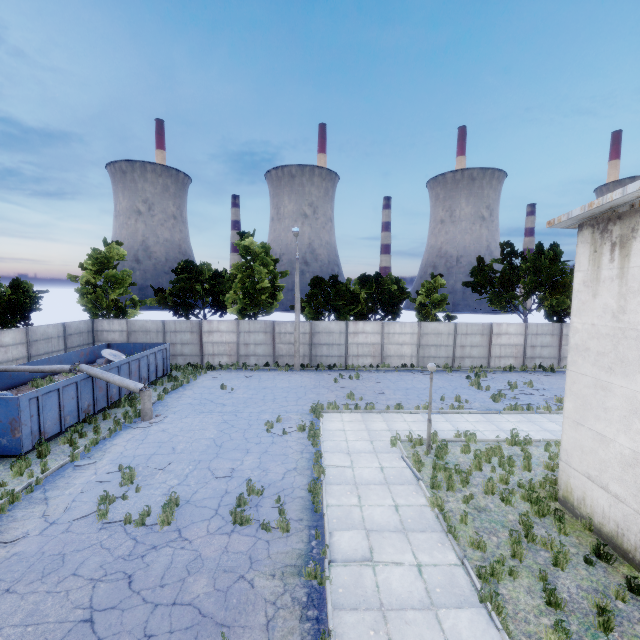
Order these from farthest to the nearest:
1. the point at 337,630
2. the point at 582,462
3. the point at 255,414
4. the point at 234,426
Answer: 1. the point at 255,414
2. the point at 234,426
3. the point at 582,462
4. the point at 337,630

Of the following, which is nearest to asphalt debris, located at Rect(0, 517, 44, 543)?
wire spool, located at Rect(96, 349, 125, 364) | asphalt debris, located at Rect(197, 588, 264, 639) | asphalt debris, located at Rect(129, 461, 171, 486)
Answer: asphalt debris, located at Rect(129, 461, 171, 486)

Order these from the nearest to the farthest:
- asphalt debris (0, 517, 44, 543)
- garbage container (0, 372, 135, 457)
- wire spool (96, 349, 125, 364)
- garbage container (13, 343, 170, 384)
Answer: asphalt debris (0, 517, 44, 543), garbage container (0, 372, 135, 457), garbage container (13, 343, 170, 384), wire spool (96, 349, 125, 364)

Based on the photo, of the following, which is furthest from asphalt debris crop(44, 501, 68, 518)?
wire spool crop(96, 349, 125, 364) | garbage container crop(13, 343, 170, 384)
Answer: wire spool crop(96, 349, 125, 364)

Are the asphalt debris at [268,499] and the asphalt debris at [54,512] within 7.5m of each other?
yes

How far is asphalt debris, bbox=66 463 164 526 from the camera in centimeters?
848cm

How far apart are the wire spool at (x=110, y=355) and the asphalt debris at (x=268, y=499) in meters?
15.8

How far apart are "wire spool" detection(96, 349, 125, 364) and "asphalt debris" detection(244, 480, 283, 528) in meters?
15.8 m
